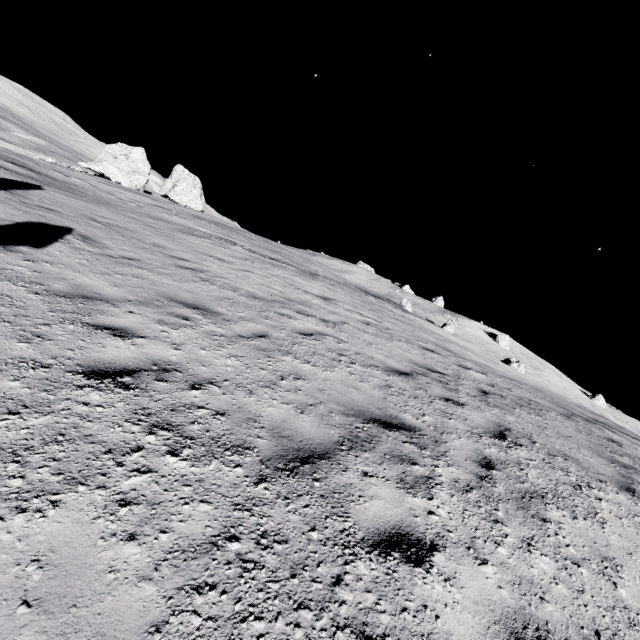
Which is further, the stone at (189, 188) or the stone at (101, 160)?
the stone at (189, 188)

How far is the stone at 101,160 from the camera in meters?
39.5 m

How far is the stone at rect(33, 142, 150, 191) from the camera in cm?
3950

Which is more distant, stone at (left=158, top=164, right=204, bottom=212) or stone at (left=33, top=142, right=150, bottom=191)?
stone at (left=158, top=164, right=204, bottom=212)

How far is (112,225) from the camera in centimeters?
1051cm

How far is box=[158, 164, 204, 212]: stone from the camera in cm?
5200
